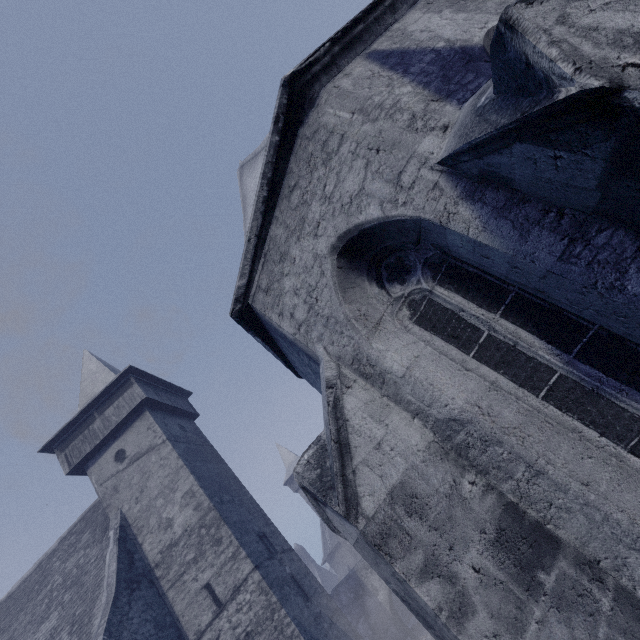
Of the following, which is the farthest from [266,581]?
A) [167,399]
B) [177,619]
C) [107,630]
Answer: [167,399]

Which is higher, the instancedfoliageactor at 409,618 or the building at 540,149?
the building at 540,149

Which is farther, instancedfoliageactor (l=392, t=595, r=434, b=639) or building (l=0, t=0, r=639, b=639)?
instancedfoliageactor (l=392, t=595, r=434, b=639)

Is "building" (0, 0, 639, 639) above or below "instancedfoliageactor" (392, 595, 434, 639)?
above

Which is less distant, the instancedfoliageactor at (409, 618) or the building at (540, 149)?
the building at (540, 149)
